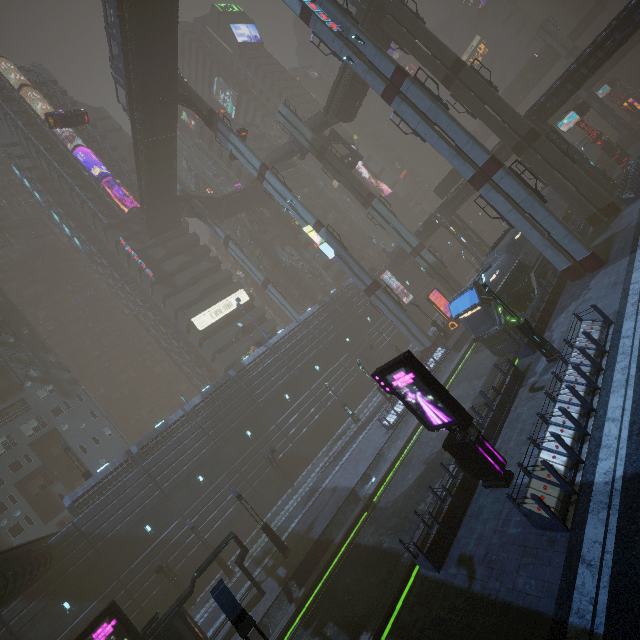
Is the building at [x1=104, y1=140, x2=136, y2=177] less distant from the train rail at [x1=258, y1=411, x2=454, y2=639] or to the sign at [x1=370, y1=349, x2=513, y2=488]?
the train rail at [x1=258, y1=411, x2=454, y2=639]

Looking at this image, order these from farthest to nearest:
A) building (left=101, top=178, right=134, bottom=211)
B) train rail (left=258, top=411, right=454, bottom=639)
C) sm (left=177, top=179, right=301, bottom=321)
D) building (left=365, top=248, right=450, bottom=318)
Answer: building (left=101, top=178, right=134, bottom=211), building (left=365, top=248, right=450, bottom=318), sm (left=177, top=179, right=301, bottom=321), train rail (left=258, top=411, right=454, bottom=639)

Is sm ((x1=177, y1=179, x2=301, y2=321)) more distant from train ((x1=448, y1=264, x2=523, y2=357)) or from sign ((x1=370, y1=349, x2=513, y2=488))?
sign ((x1=370, y1=349, x2=513, y2=488))

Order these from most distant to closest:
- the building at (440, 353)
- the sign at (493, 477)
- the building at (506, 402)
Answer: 1. the building at (440, 353)
2. the building at (506, 402)
3. the sign at (493, 477)

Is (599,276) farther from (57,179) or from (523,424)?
(57,179)

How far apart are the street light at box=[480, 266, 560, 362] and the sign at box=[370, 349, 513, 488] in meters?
6.8

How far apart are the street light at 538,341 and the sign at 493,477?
6.8m

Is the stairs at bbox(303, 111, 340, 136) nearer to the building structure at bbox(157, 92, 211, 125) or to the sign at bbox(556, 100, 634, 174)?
the building structure at bbox(157, 92, 211, 125)
